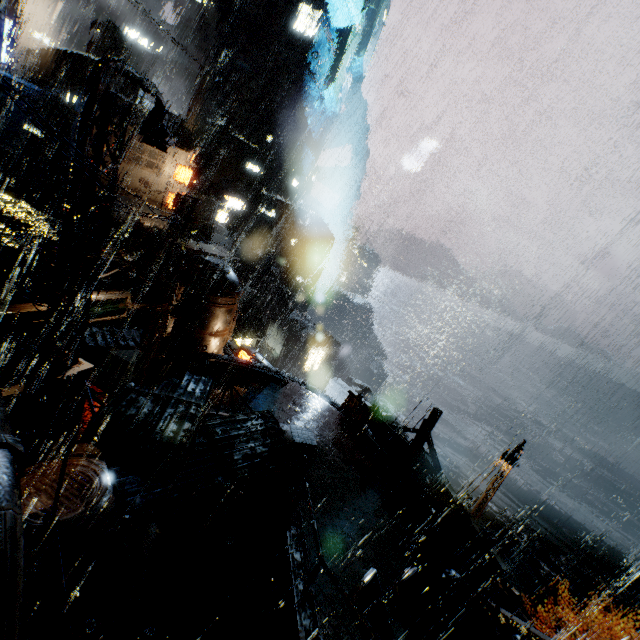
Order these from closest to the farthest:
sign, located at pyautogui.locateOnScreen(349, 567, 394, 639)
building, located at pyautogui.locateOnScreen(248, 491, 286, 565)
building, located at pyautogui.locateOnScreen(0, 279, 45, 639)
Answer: building, located at pyautogui.locateOnScreen(0, 279, 45, 639) → sign, located at pyautogui.locateOnScreen(349, 567, 394, 639) → building, located at pyautogui.locateOnScreen(248, 491, 286, 565)

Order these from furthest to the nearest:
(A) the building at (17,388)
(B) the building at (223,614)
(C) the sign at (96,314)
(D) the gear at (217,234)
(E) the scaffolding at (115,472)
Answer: (D) the gear at (217,234) < (C) the sign at (96,314) < (B) the building at (223,614) < (E) the scaffolding at (115,472) < (A) the building at (17,388)

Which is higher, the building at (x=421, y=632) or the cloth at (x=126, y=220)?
the cloth at (x=126, y=220)

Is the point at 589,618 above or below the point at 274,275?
below

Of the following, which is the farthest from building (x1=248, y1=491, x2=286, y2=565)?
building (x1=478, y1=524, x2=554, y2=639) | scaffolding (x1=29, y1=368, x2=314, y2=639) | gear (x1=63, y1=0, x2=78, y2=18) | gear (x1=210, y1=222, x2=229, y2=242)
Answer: building (x1=478, y1=524, x2=554, y2=639)

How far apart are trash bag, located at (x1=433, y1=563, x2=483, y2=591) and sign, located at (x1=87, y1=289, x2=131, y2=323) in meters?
14.8 m

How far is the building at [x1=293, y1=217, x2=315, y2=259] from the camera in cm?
5881

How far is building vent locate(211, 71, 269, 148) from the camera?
47.5m
